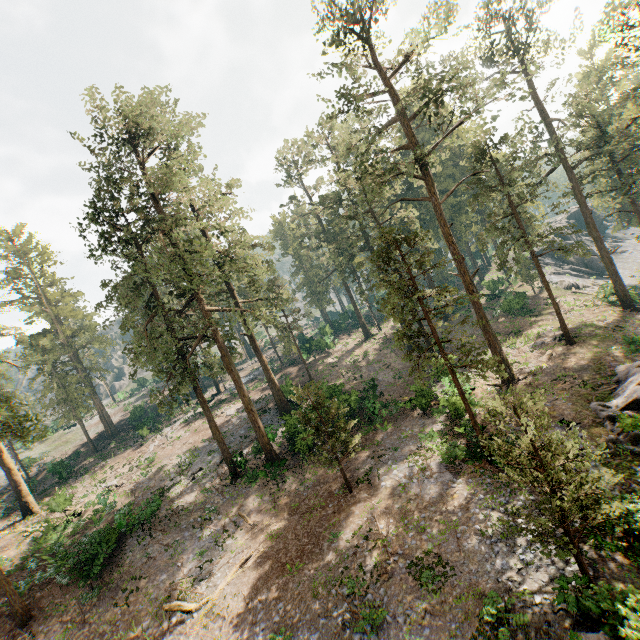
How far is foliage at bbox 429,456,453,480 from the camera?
17.8 meters

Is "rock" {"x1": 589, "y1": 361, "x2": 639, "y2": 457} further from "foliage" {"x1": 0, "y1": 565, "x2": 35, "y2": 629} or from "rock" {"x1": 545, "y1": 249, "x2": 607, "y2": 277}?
"rock" {"x1": 545, "y1": 249, "x2": 607, "y2": 277}

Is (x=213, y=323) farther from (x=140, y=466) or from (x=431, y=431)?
(x=140, y=466)

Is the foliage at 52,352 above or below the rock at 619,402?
above

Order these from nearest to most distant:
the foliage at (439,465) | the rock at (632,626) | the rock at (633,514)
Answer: the rock at (632,626)
the rock at (633,514)
the foliage at (439,465)

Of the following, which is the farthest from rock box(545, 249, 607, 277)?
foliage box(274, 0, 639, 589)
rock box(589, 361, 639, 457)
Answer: rock box(589, 361, 639, 457)

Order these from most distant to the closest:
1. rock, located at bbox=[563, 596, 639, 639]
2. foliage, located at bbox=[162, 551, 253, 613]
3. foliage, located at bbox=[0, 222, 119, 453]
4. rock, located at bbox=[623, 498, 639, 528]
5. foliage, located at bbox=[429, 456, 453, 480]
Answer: foliage, located at bbox=[0, 222, 119, 453]
foliage, located at bbox=[429, 456, 453, 480]
foliage, located at bbox=[162, 551, 253, 613]
rock, located at bbox=[623, 498, 639, 528]
rock, located at bbox=[563, 596, 639, 639]
